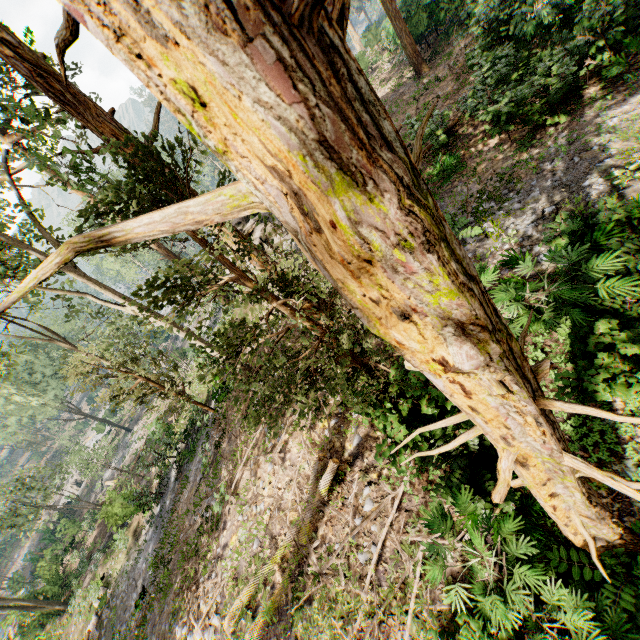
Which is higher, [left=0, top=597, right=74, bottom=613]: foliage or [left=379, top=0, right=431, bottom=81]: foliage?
[left=379, top=0, right=431, bottom=81]: foliage

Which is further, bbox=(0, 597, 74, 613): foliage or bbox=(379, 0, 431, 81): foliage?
bbox=(0, 597, 74, 613): foliage

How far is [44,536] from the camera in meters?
40.4 m

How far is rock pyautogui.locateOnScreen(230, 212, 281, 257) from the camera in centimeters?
2036cm

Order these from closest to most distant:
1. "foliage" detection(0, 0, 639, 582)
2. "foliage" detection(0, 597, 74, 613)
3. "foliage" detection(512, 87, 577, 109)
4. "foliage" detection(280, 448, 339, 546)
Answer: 1. "foliage" detection(0, 0, 639, 582)
2. "foliage" detection(280, 448, 339, 546)
3. "foliage" detection(512, 87, 577, 109)
4. "foliage" detection(0, 597, 74, 613)

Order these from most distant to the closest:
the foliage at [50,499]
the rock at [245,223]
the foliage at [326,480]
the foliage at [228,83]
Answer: the foliage at [50,499]
the rock at [245,223]
the foliage at [326,480]
the foliage at [228,83]

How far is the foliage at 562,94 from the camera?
9.5m
